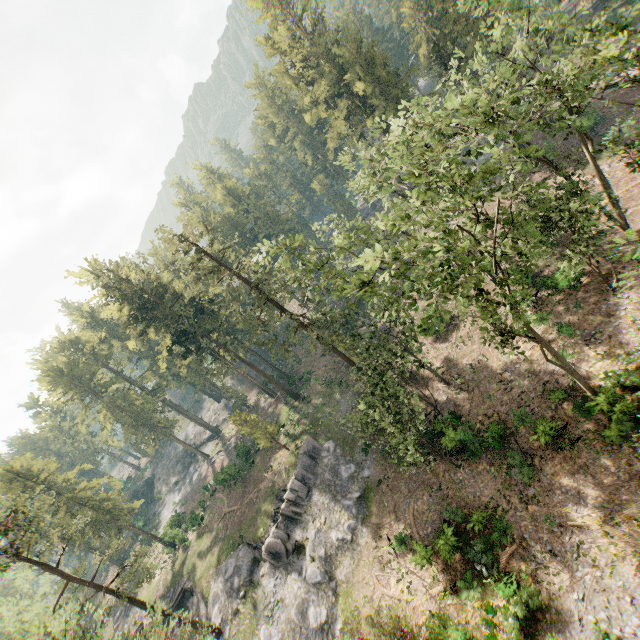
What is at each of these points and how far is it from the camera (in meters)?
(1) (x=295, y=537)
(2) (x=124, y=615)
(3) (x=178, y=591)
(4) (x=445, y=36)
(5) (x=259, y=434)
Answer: (1) rock, 30.86
(2) ground embankment, 44.91
(3) ground embankment, 37.88
(4) foliage, 37.75
(5) foliage, 37.22

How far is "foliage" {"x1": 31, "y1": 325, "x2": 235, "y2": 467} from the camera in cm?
4959

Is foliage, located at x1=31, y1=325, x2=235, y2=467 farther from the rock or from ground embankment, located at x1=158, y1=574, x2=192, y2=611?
ground embankment, located at x1=158, y1=574, x2=192, y2=611

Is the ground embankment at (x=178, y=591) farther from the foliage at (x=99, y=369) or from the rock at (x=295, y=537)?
the foliage at (x=99, y=369)

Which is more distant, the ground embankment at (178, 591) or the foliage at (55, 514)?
the ground embankment at (178, 591)
